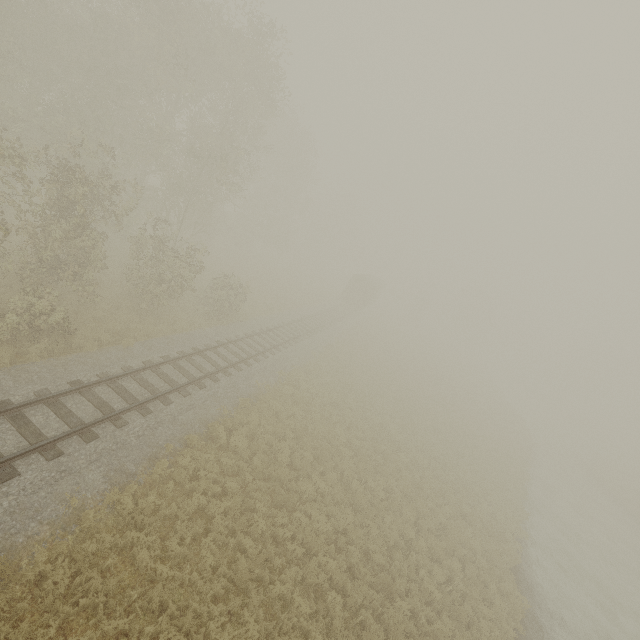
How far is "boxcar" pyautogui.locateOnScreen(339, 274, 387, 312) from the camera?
41.97m

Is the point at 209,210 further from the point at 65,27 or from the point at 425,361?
the point at 425,361

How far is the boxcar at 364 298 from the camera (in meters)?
41.97
